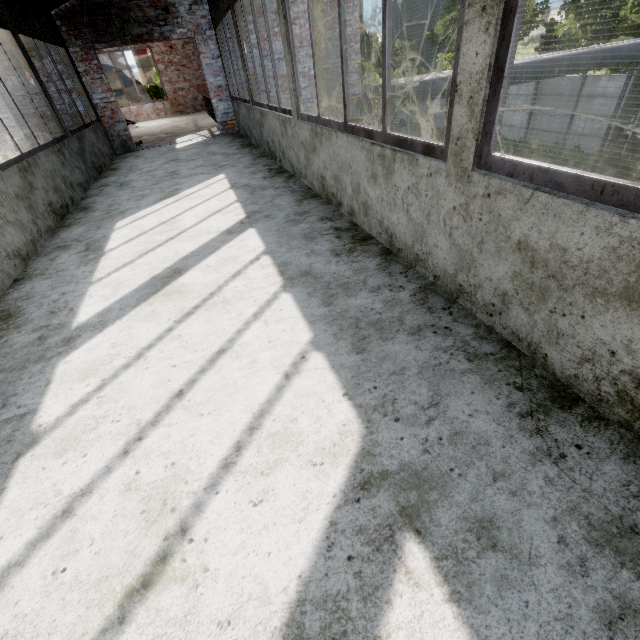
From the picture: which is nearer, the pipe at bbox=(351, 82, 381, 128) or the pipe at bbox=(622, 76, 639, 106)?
the pipe at bbox=(351, 82, 381, 128)

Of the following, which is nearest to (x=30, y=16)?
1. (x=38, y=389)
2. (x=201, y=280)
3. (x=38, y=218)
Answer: (x=38, y=218)

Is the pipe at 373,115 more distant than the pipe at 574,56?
No

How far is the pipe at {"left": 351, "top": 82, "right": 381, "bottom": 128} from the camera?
8.6m

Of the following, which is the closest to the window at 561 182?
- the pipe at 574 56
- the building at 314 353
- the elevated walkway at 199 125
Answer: the building at 314 353

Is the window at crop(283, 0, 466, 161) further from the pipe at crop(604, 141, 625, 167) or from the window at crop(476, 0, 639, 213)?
the pipe at crop(604, 141, 625, 167)

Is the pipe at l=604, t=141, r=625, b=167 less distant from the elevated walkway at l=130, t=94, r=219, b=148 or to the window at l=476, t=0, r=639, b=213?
the elevated walkway at l=130, t=94, r=219, b=148

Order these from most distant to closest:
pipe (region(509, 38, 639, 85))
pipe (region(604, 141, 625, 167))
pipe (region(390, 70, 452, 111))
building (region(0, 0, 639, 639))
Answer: pipe (region(604, 141, 625, 167)) < pipe (region(509, 38, 639, 85)) < pipe (region(390, 70, 452, 111)) < building (region(0, 0, 639, 639))
